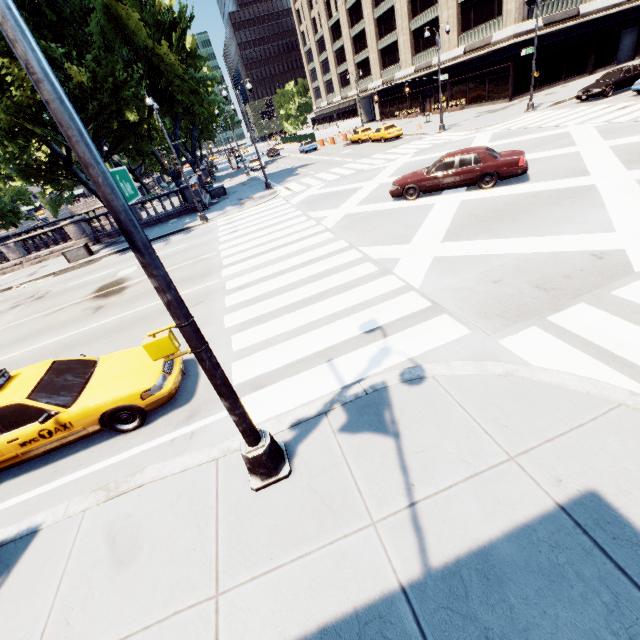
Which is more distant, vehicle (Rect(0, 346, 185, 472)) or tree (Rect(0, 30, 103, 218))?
tree (Rect(0, 30, 103, 218))

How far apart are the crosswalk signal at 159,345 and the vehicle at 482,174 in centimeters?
1278cm

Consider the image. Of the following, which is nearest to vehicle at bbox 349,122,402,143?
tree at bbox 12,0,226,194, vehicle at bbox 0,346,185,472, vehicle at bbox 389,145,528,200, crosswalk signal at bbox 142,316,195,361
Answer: tree at bbox 12,0,226,194

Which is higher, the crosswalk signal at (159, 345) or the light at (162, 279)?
the light at (162, 279)

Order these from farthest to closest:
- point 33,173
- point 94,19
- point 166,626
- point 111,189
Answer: point 33,173, point 94,19, point 166,626, point 111,189

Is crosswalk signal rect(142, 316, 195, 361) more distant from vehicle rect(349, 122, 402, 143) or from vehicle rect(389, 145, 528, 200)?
vehicle rect(349, 122, 402, 143)

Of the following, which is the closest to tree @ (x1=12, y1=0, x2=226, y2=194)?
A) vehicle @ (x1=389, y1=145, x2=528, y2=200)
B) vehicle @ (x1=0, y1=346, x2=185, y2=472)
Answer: vehicle @ (x1=0, y1=346, x2=185, y2=472)

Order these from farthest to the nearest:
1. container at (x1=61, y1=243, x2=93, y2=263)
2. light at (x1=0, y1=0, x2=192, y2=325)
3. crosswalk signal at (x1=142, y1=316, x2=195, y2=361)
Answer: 1. container at (x1=61, y1=243, x2=93, y2=263)
2. crosswalk signal at (x1=142, y1=316, x2=195, y2=361)
3. light at (x1=0, y1=0, x2=192, y2=325)
